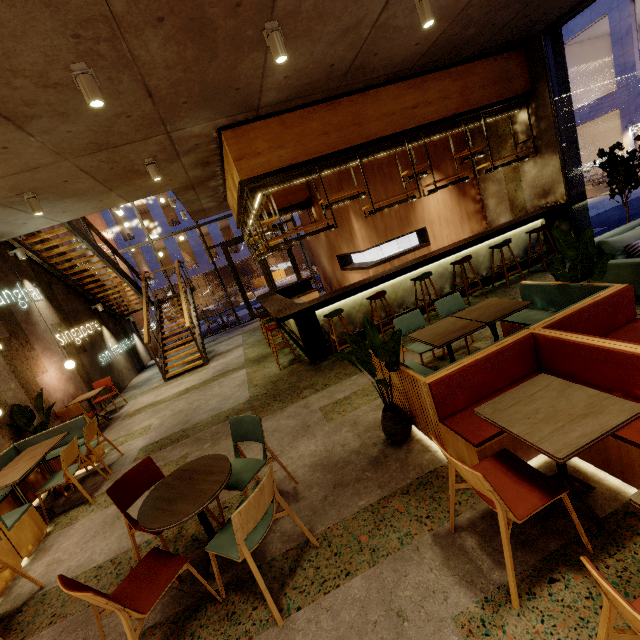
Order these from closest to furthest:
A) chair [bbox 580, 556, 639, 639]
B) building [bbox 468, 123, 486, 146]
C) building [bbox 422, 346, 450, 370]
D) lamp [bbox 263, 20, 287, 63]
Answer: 1. chair [bbox 580, 556, 639, 639]
2. lamp [bbox 263, 20, 287, 63]
3. building [bbox 422, 346, 450, 370]
4. building [bbox 468, 123, 486, 146]

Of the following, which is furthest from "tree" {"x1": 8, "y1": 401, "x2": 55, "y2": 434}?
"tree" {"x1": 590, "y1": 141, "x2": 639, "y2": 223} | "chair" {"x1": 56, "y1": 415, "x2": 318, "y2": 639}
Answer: "tree" {"x1": 590, "y1": 141, "x2": 639, "y2": 223}

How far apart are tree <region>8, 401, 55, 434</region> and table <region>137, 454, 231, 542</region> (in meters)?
4.61

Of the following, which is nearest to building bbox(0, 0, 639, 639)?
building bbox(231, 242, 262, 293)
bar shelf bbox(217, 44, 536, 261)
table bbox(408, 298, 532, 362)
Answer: bar shelf bbox(217, 44, 536, 261)

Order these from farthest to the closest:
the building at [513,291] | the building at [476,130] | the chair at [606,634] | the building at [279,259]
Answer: the building at [279,259] < the building at [476,130] < the building at [513,291] < the chair at [606,634]

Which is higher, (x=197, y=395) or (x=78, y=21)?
(x=78, y=21)

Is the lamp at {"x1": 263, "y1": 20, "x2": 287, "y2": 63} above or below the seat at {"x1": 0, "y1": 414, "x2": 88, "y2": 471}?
above

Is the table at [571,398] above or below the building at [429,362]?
above
